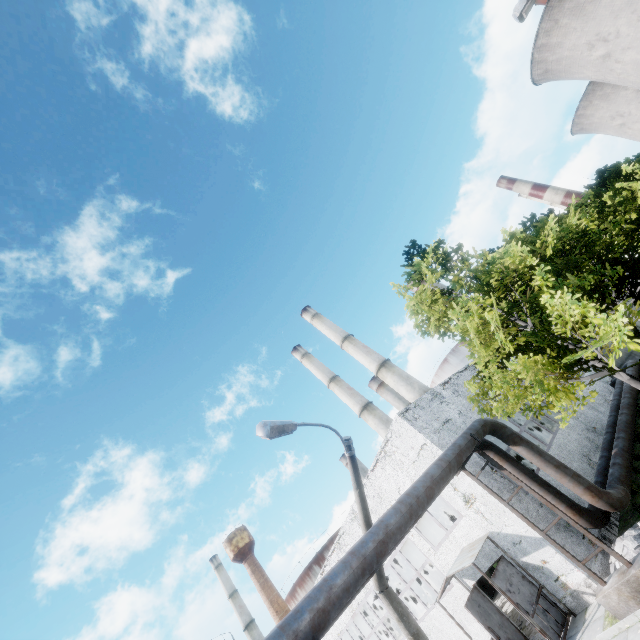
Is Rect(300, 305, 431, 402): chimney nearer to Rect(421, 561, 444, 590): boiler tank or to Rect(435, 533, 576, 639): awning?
Rect(421, 561, 444, 590): boiler tank

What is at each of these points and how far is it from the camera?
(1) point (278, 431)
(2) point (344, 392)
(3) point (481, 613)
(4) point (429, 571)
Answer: (1) lamp post, 6.81m
(2) chimney, 43.53m
(3) door, 11.88m
(4) boiler tank, 25.86m

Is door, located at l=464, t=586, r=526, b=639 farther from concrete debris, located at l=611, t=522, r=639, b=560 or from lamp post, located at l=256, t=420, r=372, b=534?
lamp post, located at l=256, t=420, r=372, b=534

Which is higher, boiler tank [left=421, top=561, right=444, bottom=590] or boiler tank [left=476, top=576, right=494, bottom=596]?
boiler tank [left=421, top=561, right=444, bottom=590]

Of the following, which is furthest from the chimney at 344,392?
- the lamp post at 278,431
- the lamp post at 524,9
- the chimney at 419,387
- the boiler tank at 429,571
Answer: the lamp post at 524,9

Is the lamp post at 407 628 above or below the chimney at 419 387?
below

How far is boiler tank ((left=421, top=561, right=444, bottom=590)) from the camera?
24.88m

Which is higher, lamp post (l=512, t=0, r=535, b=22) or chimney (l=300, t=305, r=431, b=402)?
chimney (l=300, t=305, r=431, b=402)
